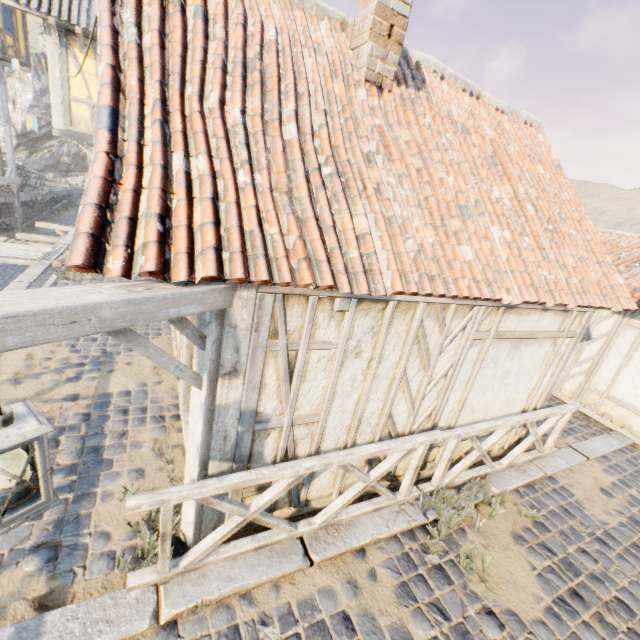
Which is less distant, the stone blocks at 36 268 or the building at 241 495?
the building at 241 495

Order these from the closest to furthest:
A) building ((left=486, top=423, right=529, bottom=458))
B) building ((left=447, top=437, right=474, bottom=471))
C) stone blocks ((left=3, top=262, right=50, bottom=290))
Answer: building ((left=447, top=437, right=474, bottom=471))
building ((left=486, top=423, right=529, bottom=458))
stone blocks ((left=3, top=262, right=50, bottom=290))

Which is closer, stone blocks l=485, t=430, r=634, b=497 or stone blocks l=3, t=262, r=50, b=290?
stone blocks l=485, t=430, r=634, b=497

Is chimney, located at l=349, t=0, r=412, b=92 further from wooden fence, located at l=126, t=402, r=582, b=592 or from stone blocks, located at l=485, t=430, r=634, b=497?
wooden fence, located at l=126, t=402, r=582, b=592

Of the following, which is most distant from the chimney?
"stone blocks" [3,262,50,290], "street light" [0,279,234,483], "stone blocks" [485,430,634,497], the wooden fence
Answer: "stone blocks" [3,262,50,290]

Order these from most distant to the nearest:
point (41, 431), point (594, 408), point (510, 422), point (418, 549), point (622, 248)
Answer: point (622, 248) → point (594, 408) → point (510, 422) → point (418, 549) → point (41, 431)

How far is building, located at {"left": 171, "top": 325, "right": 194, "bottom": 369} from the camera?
4.7m

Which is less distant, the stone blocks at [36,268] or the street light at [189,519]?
the street light at [189,519]
